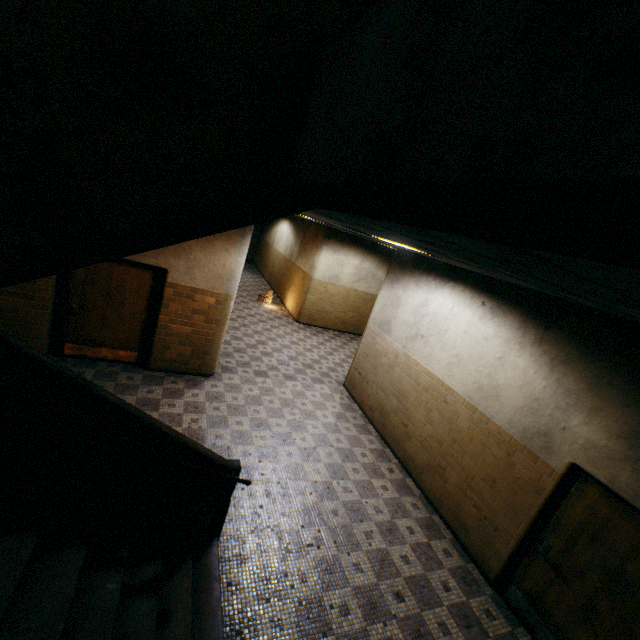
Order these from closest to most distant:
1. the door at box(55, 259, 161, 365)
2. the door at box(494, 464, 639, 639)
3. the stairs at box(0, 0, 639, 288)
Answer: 1. the stairs at box(0, 0, 639, 288)
2. the door at box(494, 464, 639, 639)
3. the door at box(55, 259, 161, 365)

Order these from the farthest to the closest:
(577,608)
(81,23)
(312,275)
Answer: (312,275)
(577,608)
(81,23)

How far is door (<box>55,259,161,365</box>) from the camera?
5.88m

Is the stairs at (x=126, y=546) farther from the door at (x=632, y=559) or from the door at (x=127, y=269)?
the door at (x=632, y=559)

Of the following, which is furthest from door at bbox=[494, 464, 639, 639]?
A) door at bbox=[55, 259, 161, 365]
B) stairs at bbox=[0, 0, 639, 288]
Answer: door at bbox=[55, 259, 161, 365]

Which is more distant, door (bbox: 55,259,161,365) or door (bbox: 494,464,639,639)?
door (bbox: 55,259,161,365)
